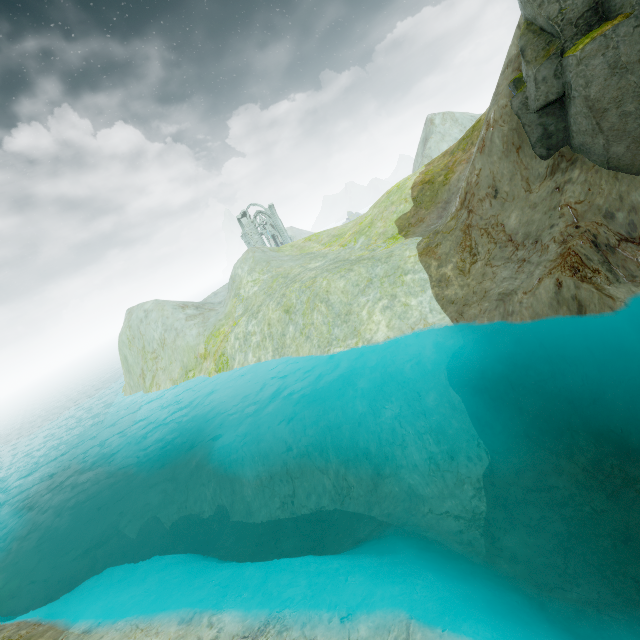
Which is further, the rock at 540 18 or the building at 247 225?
the building at 247 225

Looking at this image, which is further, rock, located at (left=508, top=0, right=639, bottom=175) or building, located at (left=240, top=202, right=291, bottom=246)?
building, located at (left=240, top=202, right=291, bottom=246)

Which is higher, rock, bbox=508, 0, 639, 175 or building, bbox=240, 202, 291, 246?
building, bbox=240, 202, 291, 246

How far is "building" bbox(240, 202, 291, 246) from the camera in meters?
57.4

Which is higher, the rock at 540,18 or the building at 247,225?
the building at 247,225

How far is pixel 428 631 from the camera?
5.82m
